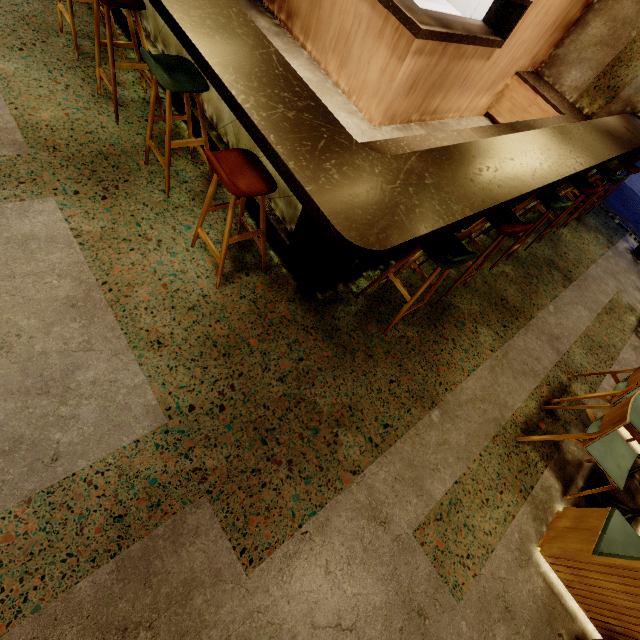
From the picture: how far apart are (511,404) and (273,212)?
2.9 meters

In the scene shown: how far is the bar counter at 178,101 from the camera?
3.2m

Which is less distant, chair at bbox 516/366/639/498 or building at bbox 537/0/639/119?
chair at bbox 516/366/639/498

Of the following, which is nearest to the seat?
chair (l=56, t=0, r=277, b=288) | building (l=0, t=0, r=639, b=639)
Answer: building (l=0, t=0, r=639, b=639)

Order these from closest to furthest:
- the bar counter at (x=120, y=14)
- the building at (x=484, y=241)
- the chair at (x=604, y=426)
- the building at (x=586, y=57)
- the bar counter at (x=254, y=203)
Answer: the chair at (x=604, y=426) < the bar counter at (x=254, y=203) < the bar counter at (x=120, y=14) < the building at (x=484, y=241) < the building at (x=586, y=57)

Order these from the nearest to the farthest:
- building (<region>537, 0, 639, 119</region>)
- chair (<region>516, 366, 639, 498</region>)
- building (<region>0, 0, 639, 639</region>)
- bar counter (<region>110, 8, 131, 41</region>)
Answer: building (<region>0, 0, 639, 639</region>) < chair (<region>516, 366, 639, 498</region>) < bar counter (<region>110, 8, 131, 41</region>) < building (<region>537, 0, 639, 119</region>)

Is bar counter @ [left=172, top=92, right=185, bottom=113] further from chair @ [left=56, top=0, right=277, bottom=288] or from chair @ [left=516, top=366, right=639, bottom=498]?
chair @ [left=516, top=366, right=639, bottom=498]

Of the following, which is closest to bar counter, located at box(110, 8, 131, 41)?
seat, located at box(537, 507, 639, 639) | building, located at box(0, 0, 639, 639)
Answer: building, located at box(0, 0, 639, 639)
